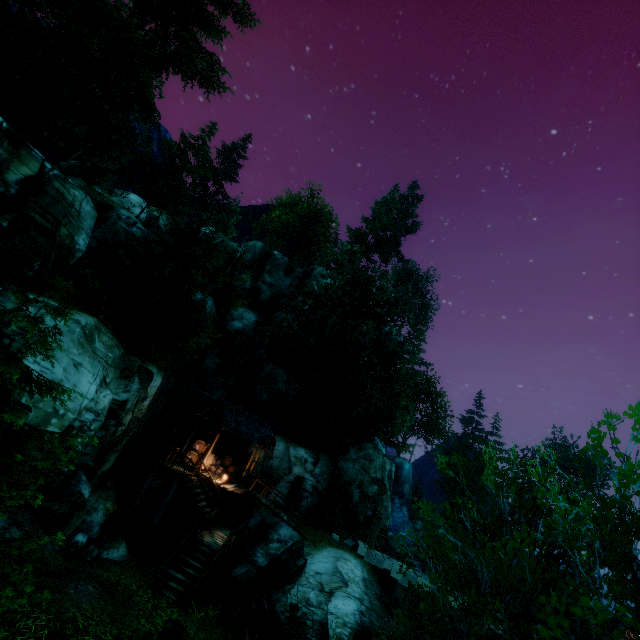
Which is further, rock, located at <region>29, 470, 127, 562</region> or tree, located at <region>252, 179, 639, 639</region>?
rock, located at <region>29, 470, 127, 562</region>

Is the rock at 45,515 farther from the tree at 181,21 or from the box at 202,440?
the tree at 181,21

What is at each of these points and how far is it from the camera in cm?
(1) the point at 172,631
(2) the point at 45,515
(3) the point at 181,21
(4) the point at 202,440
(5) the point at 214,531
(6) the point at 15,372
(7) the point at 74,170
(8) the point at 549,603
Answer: (1) rock, 956
(2) rock, 1209
(3) tree, 1930
(4) box, 2253
(5) wooden platform, 1692
(6) tree, 498
(7) rock, 3641
(8) tree, 438

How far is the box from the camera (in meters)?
21.52

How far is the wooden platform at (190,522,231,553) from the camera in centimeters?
1498cm

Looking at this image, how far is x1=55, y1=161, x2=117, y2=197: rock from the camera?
36.1 meters

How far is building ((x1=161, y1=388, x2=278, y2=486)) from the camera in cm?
2109

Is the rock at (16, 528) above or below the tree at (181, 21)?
below
